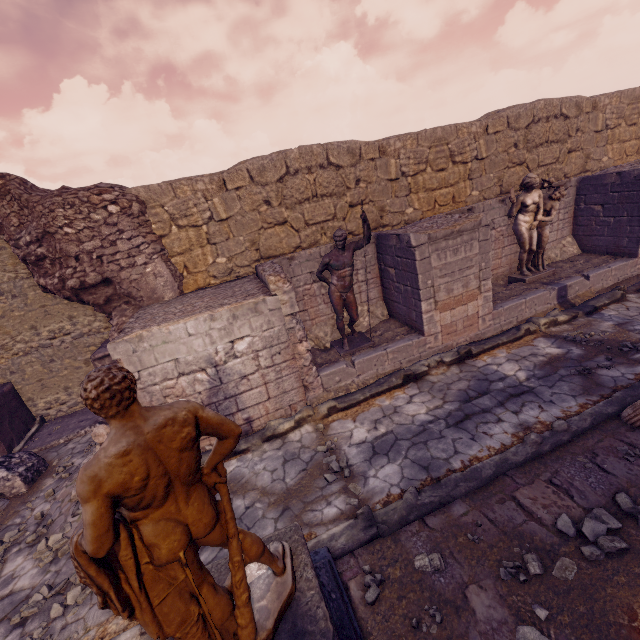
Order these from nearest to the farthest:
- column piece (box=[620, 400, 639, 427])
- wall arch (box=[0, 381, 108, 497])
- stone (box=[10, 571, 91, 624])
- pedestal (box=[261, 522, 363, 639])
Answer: pedestal (box=[261, 522, 363, 639]) < stone (box=[10, 571, 91, 624]) < column piece (box=[620, 400, 639, 427]) < wall arch (box=[0, 381, 108, 497])

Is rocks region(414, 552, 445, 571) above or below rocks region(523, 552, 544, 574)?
below

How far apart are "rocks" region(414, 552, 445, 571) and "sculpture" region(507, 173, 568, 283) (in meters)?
7.84

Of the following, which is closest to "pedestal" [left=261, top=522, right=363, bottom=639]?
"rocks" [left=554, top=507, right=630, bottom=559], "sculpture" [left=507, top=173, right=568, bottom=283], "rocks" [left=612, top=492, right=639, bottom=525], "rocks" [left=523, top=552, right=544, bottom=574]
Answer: "rocks" [left=523, top=552, right=544, bottom=574]

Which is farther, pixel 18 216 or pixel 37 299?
pixel 37 299

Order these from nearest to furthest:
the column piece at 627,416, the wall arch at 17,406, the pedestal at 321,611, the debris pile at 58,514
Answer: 1. the pedestal at 321,611
2. the column piece at 627,416
3. the debris pile at 58,514
4. the wall arch at 17,406

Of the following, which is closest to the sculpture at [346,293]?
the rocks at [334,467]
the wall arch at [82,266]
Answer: the rocks at [334,467]

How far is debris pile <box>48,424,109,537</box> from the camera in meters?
5.2 m
